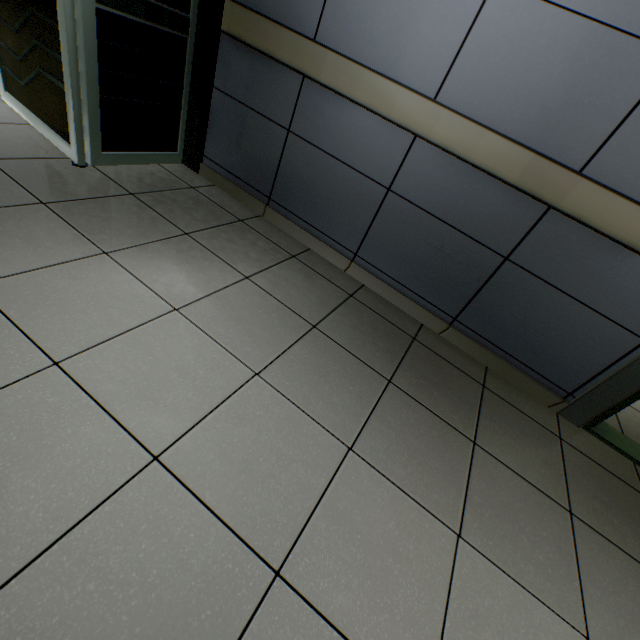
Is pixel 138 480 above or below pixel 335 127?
below
